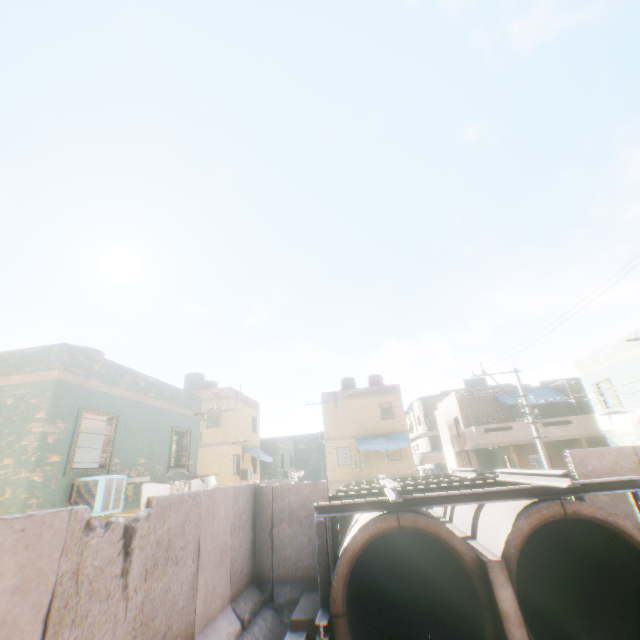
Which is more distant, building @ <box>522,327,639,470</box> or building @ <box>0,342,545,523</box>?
building @ <box>522,327,639,470</box>

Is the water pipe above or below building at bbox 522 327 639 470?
below

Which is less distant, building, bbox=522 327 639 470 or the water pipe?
the water pipe

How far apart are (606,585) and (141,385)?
14.7m

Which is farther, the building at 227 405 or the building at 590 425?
the building at 590 425

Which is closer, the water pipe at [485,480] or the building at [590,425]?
the water pipe at [485,480]
